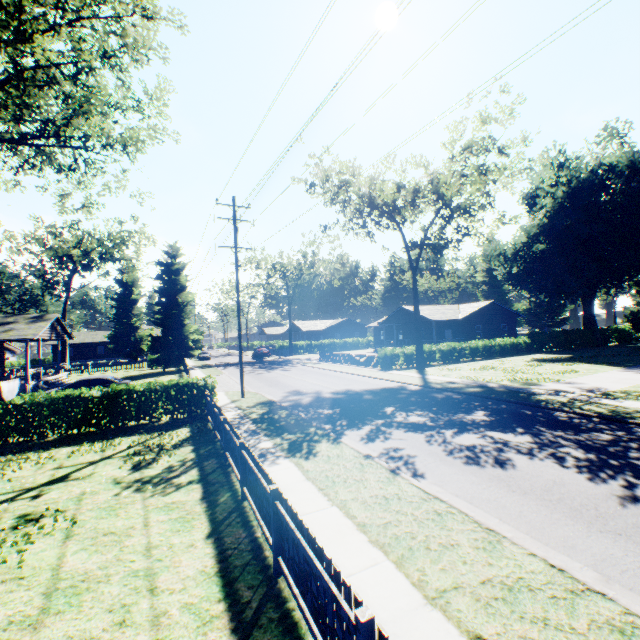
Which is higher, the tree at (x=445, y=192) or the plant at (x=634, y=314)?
the tree at (x=445, y=192)

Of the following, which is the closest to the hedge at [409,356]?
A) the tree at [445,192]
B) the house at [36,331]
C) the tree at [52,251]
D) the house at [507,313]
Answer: the tree at [445,192]

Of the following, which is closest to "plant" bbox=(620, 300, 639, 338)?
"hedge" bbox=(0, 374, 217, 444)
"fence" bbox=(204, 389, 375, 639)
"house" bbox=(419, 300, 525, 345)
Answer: "hedge" bbox=(0, 374, 217, 444)

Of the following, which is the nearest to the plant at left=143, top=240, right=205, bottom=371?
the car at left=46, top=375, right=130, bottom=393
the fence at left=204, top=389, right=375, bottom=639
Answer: the car at left=46, top=375, right=130, bottom=393

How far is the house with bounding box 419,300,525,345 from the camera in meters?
40.2 m

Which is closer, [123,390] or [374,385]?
[123,390]

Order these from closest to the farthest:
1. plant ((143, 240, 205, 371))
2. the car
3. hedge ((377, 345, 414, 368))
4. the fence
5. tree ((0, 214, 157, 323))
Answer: the fence
the car
hedge ((377, 345, 414, 368))
tree ((0, 214, 157, 323))
plant ((143, 240, 205, 371))
